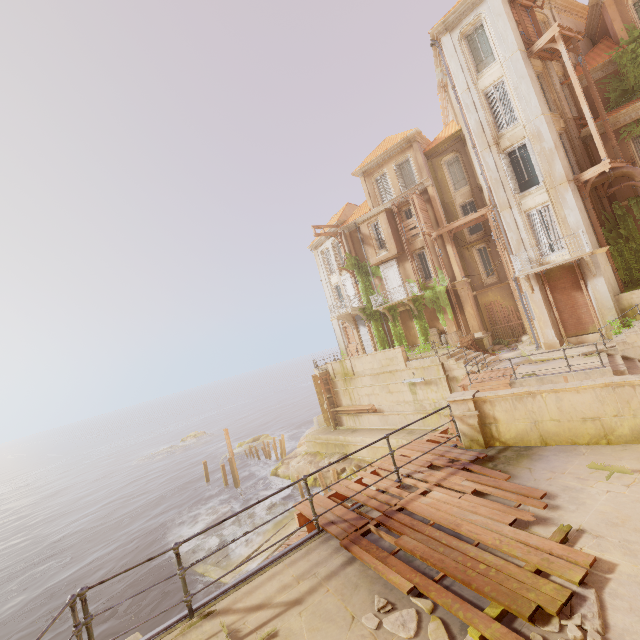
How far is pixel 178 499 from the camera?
33.0m

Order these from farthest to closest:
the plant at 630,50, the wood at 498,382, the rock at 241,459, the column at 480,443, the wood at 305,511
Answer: the rock at 241,459 < the plant at 630,50 < the wood at 498,382 < the column at 480,443 < the wood at 305,511

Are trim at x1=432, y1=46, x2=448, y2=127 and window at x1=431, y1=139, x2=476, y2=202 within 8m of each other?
yes

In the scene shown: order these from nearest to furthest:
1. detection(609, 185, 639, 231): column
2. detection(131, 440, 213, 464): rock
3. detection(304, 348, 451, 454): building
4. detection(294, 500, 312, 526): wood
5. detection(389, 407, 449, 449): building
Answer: detection(294, 500, 312, 526): wood → detection(609, 185, 639, 231): column → detection(389, 407, 449, 449): building → detection(304, 348, 451, 454): building → detection(131, 440, 213, 464): rock

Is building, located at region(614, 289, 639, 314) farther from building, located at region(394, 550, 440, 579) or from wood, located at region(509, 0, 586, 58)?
wood, located at region(509, 0, 586, 58)

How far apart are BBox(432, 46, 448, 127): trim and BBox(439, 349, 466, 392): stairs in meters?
19.4 m

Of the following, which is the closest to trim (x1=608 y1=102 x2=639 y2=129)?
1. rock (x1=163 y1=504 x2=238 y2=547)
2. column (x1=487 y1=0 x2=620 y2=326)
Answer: column (x1=487 y1=0 x2=620 y2=326)

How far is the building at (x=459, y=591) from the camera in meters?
3.5 m
